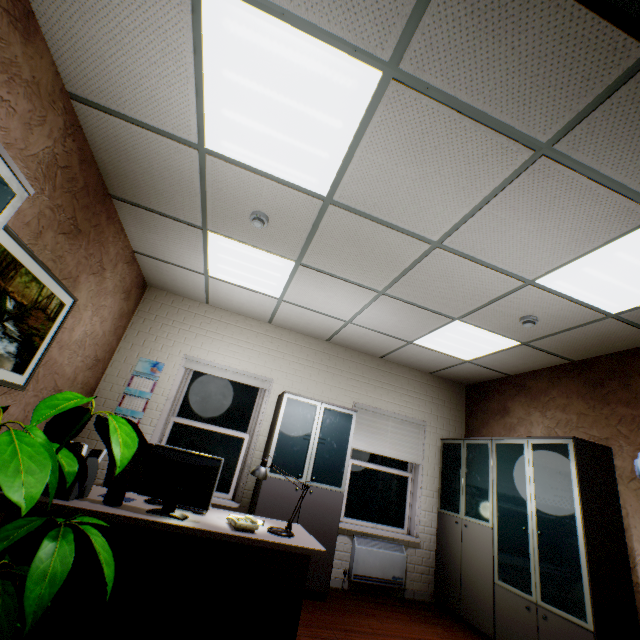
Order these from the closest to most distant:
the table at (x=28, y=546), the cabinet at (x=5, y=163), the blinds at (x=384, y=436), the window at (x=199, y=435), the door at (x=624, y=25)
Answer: the door at (x=624, y=25) < the cabinet at (x=5, y=163) < the table at (x=28, y=546) < the window at (x=199, y=435) < the blinds at (x=384, y=436)

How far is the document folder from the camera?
2.0 meters

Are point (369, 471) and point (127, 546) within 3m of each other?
no

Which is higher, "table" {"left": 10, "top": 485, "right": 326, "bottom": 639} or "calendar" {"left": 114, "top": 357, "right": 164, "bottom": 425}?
"calendar" {"left": 114, "top": 357, "right": 164, "bottom": 425}

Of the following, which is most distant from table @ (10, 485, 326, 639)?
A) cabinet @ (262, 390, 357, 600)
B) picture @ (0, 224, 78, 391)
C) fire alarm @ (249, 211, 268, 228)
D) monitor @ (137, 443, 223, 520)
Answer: fire alarm @ (249, 211, 268, 228)

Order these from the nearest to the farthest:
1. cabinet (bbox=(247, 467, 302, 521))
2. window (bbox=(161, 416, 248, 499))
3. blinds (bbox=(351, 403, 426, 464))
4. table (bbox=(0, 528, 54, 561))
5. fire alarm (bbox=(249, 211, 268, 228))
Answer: table (bbox=(0, 528, 54, 561)) → fire alarm (bbox=(249, 211, 268, 228)) → cabinet (bbox=(247, 467, 302, 521)) → window (bbox=(161, 416, 248, 499)) → blinds (bbox=(351, 403, 426, 464))

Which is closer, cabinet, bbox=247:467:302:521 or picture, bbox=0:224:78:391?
picture, bbox=0:224:78:391

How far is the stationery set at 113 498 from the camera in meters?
2.1 m
